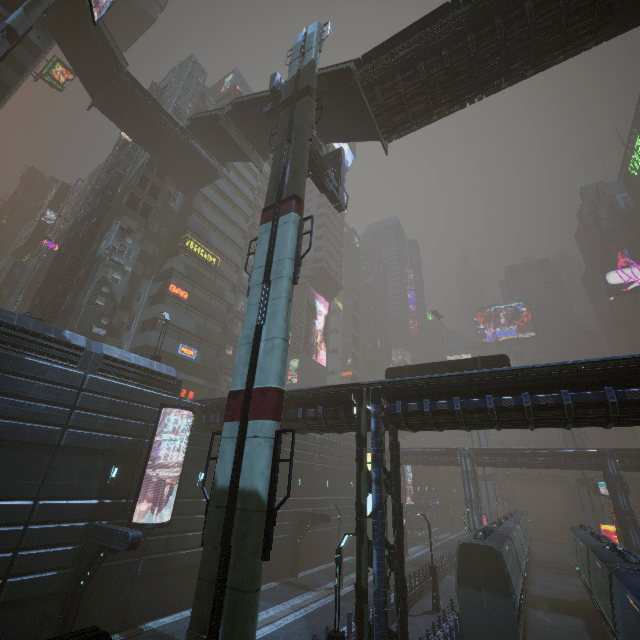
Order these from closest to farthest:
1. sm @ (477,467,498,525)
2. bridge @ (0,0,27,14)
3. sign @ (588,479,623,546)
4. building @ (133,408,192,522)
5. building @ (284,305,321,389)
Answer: building @ (133,408,192,522) → bridge @ (0,0,27,14) → sign @ (588,479,623,546) → sm @ (477,467,498,525) → building @ (284,305,321,389)

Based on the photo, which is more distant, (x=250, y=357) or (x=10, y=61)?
(x=10, y=61)

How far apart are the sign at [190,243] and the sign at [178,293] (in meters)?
4.28

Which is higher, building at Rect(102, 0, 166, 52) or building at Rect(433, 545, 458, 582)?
building at Rect(102, 0, 166, 52)

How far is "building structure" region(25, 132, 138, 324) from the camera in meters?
27.9 m

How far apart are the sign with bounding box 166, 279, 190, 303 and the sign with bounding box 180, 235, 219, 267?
4.28m

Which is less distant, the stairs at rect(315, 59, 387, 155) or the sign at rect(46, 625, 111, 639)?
the sign at rect(46, 625, 111, 639)

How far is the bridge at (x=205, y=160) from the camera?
29.8 meters
